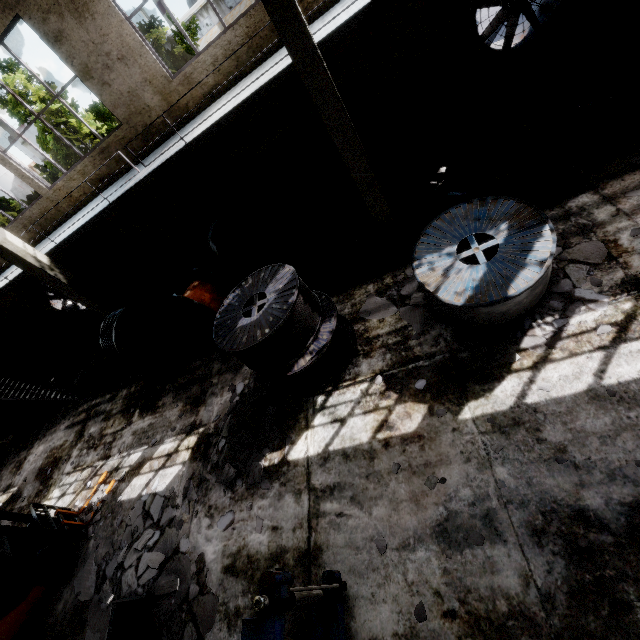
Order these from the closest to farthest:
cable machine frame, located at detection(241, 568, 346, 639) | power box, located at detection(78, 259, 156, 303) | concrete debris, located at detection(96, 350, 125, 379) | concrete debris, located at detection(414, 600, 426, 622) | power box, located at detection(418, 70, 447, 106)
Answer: cable machine frame, located at detection(241, 568, 346, 639) < concrete debris, located at detection(414, 600, 426, 622) < power box, located at detection(418, 70, 447, 106) < concrete debris, located at detection(96, 350, 125, 379) < power box, located at detection(78, 259, 156, 303)

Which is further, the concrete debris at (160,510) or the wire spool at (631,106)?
the wire spool at (631,106)

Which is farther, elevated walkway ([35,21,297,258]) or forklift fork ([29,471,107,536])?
forklift fork ([29,471,107,536])

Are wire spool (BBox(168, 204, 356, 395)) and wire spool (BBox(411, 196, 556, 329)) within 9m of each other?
yes

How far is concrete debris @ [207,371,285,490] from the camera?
6.3 meters

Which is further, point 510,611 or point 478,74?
point 478,74

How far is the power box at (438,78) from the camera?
8.4 meters

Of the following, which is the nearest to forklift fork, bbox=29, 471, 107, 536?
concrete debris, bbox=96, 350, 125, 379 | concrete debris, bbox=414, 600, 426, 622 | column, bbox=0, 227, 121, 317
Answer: concrete debris, bbox=96, 350, 125, 379
